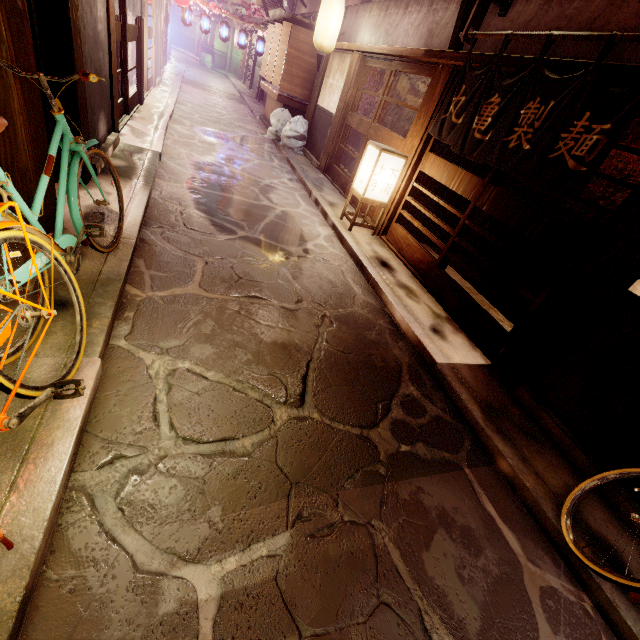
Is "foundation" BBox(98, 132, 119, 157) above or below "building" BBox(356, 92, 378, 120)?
below

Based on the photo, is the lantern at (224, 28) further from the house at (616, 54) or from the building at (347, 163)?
the building at (347, 163)

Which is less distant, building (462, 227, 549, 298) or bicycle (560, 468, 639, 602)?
bicycle (560, 468, 639, 602)

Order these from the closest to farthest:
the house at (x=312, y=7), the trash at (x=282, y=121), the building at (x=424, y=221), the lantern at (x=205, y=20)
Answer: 1. the building at (x=424, y=221)
2. the trash at (x=282, y=121)
3. the house at (x=312, y=7)
4. the lantern at (x=205, y=20)

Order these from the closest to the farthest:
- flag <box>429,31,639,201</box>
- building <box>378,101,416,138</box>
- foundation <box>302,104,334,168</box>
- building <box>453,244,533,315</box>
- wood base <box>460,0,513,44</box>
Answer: flag <box>429,31,639,201</box>
wood base <box>460,0,513,44</box>
building <box>453,244,533,315</box>
building <box>378,101,416,138</box>
foundation <box>302,104,334,168</box>

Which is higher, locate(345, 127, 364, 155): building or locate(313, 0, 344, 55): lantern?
locate(313, 0, 344, 55): lantern

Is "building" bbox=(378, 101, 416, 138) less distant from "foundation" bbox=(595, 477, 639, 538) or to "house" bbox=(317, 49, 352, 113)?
"house" bbox=(317, 49, 352, 113)

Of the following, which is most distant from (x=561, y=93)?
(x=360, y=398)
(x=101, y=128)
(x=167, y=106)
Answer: (x=167, y=106)
